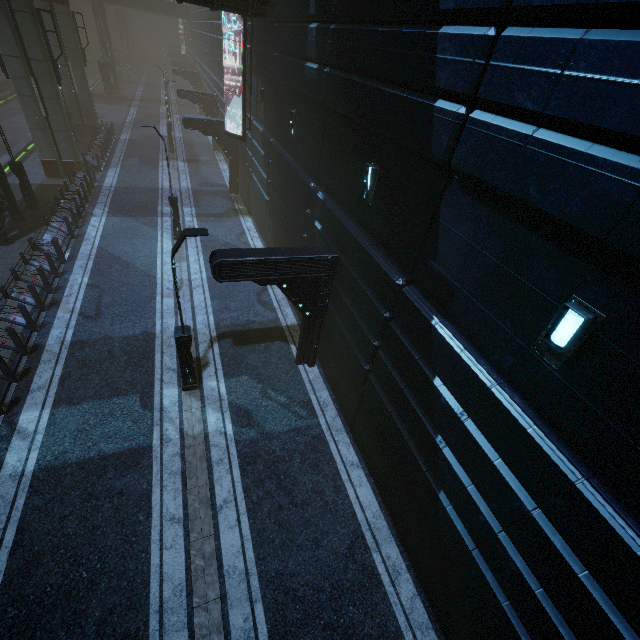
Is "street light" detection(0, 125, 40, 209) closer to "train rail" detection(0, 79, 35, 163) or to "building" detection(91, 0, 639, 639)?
"building" detection(91, 0, 639, 639)

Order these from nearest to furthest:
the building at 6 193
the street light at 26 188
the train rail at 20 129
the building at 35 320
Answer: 1. the building at 35 320
2. the building at 6 193
3. the street light at 26 188
4. the train rail at 20 129

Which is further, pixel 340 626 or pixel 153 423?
pixel 153 423

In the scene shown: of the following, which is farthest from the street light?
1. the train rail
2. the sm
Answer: the sm

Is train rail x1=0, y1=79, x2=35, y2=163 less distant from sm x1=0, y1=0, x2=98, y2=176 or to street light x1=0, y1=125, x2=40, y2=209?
sm x1=0, y1=0, x2=98, y2=176

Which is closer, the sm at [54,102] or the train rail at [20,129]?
the sm at [54,102]

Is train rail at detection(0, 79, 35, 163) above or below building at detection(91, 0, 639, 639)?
below

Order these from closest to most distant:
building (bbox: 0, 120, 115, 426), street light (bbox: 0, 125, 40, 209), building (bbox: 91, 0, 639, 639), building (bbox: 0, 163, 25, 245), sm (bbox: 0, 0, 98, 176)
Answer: building (bbox: 91, 0, 639, 639) < building (bbox: 0, 120, 115, 426) < building (bbox: 0, 163, 25, 245) < street light (bbox: 0, 125, 40, 209) < sm (bbox: 0, 0, 98, 176)
